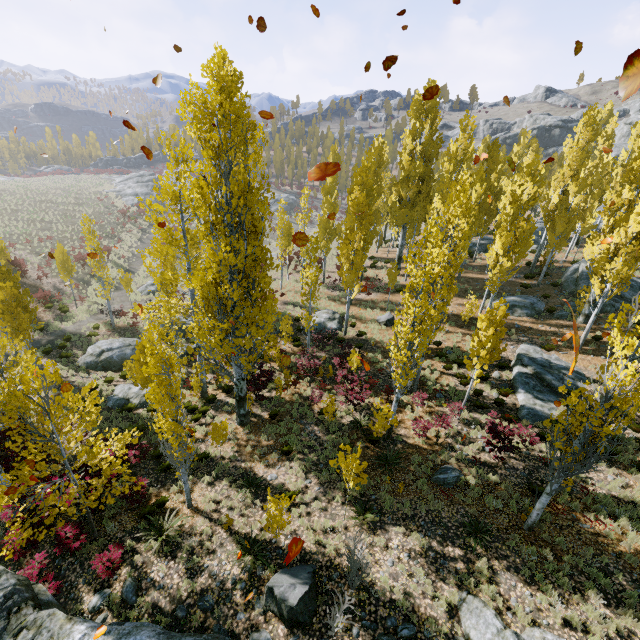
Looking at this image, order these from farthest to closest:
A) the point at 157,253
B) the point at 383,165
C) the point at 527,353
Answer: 1. the point at 383,165
2. the point at 527,353
3. the point at 157,253

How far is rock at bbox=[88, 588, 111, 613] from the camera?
8.91m

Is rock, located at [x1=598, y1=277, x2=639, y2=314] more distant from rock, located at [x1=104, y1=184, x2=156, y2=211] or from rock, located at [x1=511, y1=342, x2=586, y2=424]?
rock, located at [x1=104, y1=184, x2=156, y2=211]

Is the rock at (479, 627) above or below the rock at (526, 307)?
below

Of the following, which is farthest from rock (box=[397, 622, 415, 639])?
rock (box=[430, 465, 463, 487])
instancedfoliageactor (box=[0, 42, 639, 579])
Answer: rock (box=[430, 465, 463, 487])

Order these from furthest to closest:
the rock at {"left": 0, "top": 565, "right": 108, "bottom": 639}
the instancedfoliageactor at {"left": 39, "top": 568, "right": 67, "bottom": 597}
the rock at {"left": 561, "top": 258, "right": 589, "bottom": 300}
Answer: the rock at {"left": 561, "top": 258, "right": 589, "bottom": 300} < the instancedfoliageactor at {"left": 39, "top": 568, "right": 67, "bottom": 597} < the rock at {"left": 0, "top": 565, "right": 108, "bottom": 639}

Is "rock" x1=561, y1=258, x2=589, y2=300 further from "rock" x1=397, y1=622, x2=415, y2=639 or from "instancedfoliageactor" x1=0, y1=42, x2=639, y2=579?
"rock" x1=397, y1=622, x2=415, y2=639

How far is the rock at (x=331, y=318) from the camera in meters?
23.9 m
